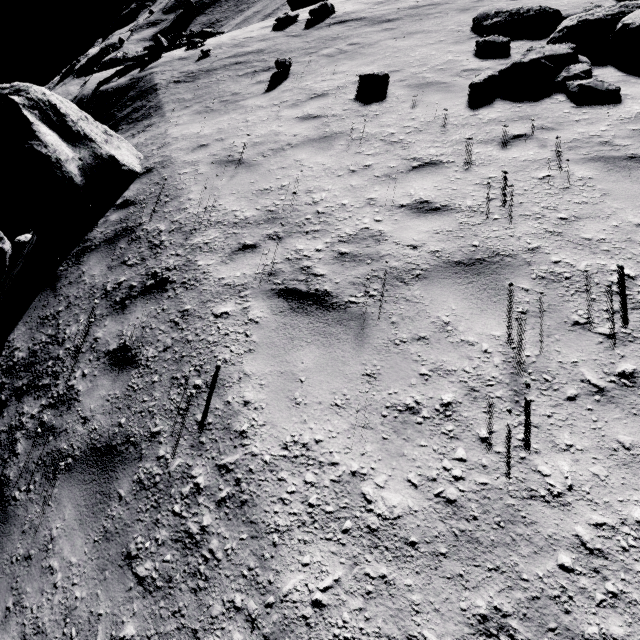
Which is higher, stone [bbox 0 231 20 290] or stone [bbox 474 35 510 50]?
stone [bbox 0 231 20 290]

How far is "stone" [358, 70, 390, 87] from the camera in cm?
658

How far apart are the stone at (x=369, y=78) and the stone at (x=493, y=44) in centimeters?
217cm

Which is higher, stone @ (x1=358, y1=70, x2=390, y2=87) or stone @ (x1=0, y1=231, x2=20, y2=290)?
stone @ (x1=0, y1=231, x2=20, y2=290)

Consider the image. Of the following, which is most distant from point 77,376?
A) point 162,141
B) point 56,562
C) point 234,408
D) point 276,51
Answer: point 276,51

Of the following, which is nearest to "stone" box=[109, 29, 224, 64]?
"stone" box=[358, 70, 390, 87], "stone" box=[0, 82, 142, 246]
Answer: "stone" box=[0, 82, 142, 246]

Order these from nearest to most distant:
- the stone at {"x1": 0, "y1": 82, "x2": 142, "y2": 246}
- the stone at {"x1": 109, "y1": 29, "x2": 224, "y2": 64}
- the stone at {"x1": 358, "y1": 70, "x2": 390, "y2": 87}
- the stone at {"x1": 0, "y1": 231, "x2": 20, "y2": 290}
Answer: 1. the stone at {"x1": 0, "y1": 82, "x2": 142, "y2": 246}
2. the stone at {"x1": 358, "y1": 70, "x2": 390, "y2": 87}
3. the stone at {"x1": 0, "y1": 231, "x2": 20, "y2": 290}
4. the stone at {"x1": 109, "y1": 29, "x2": 224, "y2": 64}

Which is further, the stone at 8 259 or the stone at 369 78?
the stone at 8 259
